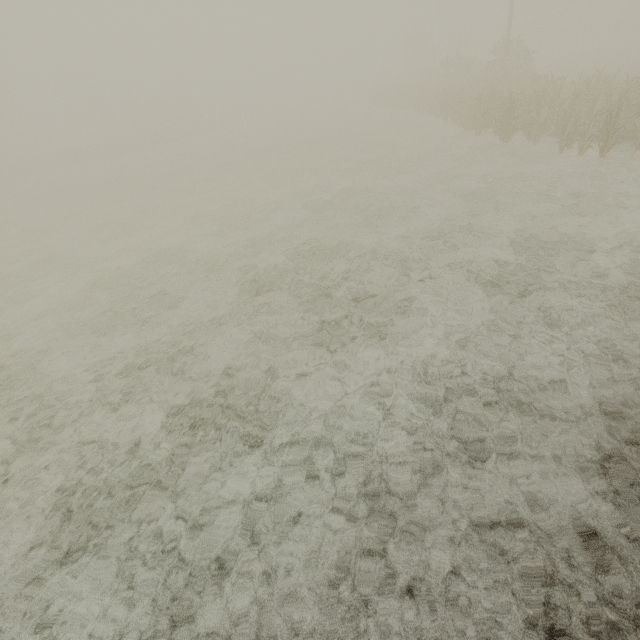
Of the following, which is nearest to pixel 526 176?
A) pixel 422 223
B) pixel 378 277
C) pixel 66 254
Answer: pixel 422 223

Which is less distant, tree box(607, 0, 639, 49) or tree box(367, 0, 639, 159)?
tree box(367, 0, 639, 159)

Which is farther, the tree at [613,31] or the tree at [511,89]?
the tree at [613,31]
